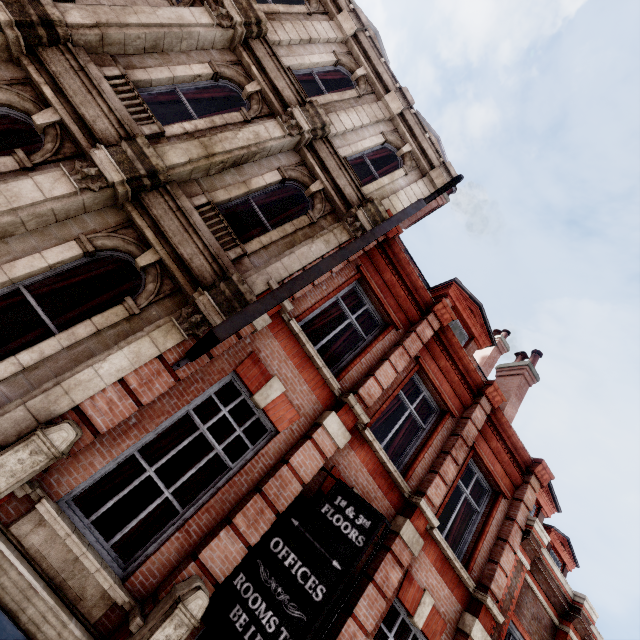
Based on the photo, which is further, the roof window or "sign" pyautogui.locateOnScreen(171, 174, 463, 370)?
the roof window

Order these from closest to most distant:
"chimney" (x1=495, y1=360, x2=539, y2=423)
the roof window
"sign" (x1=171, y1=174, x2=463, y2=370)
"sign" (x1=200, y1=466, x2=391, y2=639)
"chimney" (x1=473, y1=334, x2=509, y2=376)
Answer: "sign" (x1=171, y1=174, x2=463, y2=370) < "sign" (x1=200, y1=466, x2=391, y2=639) < the roof window < "chimney" (x1=495, y1=360, x2=539, y2=423) < "chimney" (x1=473, y1=334, x2=509, y2=376)

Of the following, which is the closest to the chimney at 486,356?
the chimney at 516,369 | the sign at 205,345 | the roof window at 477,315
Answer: the chimney at 516,369

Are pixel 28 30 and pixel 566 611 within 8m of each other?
no

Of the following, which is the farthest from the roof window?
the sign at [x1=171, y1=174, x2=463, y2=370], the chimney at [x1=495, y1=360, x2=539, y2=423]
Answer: the sign at [x1=171, y1=174, x2=463, y2=370]

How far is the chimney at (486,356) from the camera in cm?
1424

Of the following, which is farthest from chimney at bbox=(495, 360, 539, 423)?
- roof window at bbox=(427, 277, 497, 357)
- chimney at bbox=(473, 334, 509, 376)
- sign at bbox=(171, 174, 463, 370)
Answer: sign at bbox=(171, 174, 463, 370)
